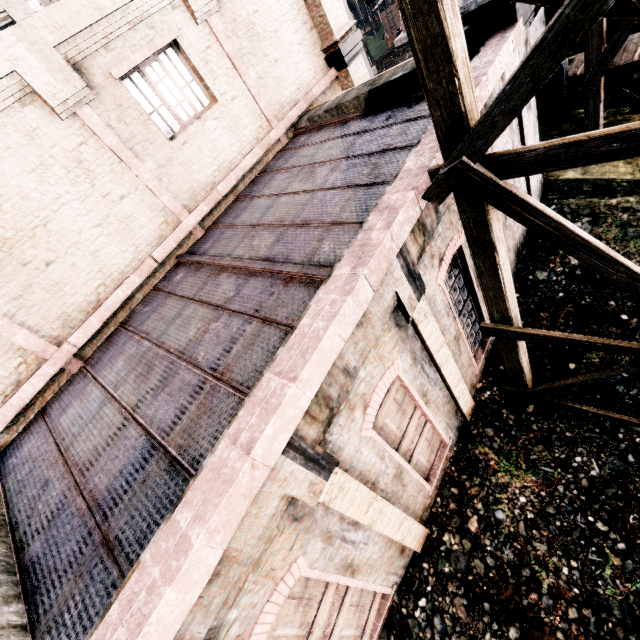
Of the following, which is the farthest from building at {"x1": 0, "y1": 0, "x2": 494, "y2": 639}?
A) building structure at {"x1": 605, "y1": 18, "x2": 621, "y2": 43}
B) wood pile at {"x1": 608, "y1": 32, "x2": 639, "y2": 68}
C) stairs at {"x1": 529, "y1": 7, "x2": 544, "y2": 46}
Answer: wood pile at {"x1": 608, "y1": 32, "x2": 639, "y2": 68}

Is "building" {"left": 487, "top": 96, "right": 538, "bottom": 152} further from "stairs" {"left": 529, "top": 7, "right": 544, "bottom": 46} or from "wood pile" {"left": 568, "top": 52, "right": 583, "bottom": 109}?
"wood pile" {"left": 568, "top": 52, "right": 583, "bottom": 109}

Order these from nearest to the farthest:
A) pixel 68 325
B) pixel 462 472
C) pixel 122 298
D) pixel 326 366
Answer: pixel 326 366
pixel 462 472
pixel 68 325
pixel 122 298

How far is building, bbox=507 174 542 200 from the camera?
8.01m

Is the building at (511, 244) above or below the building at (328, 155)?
below

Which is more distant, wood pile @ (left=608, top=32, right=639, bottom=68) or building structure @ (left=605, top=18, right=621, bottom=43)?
wood pile @ (left=608, top=32, right=639, bottom=68)

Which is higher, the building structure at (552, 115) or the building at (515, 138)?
the building at (515, 138)

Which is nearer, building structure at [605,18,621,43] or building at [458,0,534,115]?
building at [458,0,534,115]
